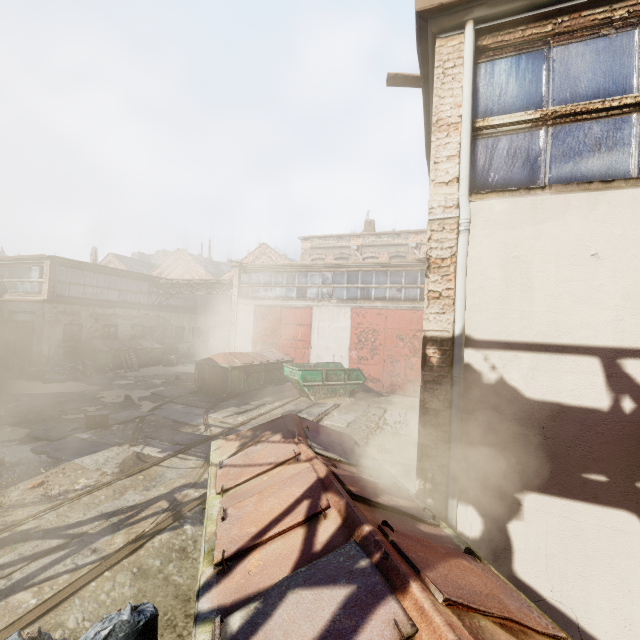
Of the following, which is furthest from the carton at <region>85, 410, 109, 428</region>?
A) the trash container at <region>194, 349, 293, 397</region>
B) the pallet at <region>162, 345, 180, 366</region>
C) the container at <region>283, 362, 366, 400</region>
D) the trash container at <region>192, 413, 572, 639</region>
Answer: the pallet at <region>162, 345, 180, 366</region>

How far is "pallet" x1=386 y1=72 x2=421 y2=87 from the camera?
4.68m

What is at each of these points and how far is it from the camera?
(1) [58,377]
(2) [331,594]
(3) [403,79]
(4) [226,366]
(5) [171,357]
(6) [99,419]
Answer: (1) trash bag, 14.8 meters
(2) trash container, 1.8 meters
(3) pallet, 4.7 meters
(4) trash container, 13.4 meters
(5) pallet, 21.5 meters
(6) carton, 8.8 meters

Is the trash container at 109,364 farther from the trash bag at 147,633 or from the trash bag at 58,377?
the trash bag at 147,633

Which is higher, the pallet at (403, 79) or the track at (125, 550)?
the pallet at (403, 79)

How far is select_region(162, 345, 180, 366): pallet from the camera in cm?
2145

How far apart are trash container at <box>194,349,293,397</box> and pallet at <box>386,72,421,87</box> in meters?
11.1

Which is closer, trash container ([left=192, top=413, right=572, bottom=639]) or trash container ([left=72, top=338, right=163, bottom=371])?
trash container ([left=192, top=413, right=572, bottom=639])
